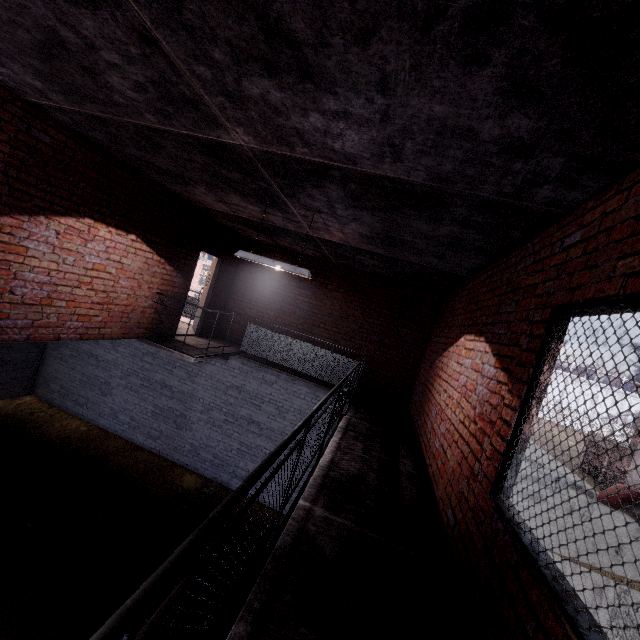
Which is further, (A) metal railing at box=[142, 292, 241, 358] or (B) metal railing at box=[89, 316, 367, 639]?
(A) metal railing at box=[142, 292, 241, 358]

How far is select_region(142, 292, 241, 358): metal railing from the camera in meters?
6.5

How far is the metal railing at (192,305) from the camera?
6.5 meters

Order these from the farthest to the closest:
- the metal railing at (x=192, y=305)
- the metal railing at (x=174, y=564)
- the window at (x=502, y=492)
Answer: the metal railing at (x=192, y=305), the window at (x=502, y=492), the metal railing at (x=174, y=564)

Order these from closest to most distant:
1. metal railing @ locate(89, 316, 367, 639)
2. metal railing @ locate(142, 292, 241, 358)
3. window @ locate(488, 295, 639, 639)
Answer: metal railing @ locate(89, 316, 367, 639)
window @ locate(488, 295, 639, 639)
metal railing @ locate(142, 292, 241, 358)

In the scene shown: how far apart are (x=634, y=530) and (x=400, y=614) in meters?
22.4 m

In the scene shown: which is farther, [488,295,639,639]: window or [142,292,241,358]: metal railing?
[142,292,241,358]: metal railing
